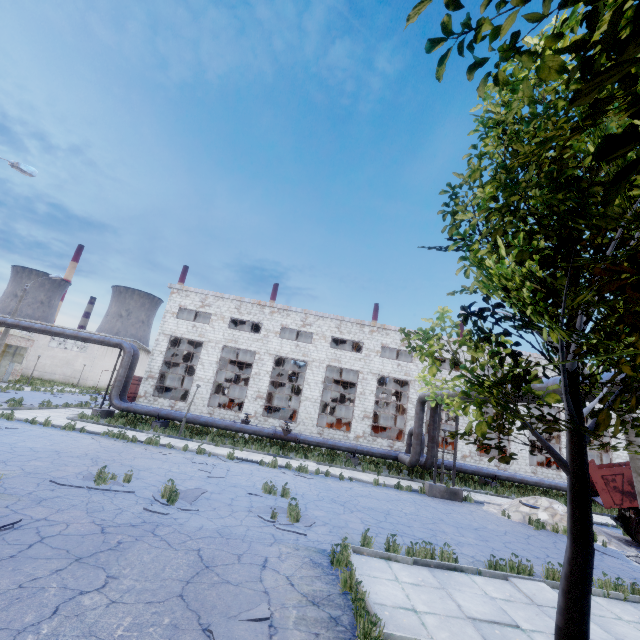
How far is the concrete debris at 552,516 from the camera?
13.93m

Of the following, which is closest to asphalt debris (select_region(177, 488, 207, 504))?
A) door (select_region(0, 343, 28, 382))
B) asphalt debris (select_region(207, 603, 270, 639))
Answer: asphalt debris (select_region(207, 603, 270, 639))

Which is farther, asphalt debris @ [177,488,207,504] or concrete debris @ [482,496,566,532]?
concrete debris @ [482,496,566,532]

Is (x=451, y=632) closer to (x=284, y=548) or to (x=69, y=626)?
(x=284, y=548)

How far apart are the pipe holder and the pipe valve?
8.4m

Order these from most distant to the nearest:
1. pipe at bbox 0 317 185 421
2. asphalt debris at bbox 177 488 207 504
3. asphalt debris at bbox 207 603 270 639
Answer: pipe at bbox 0 317 185 421 → asphalt debris at bbox 177 488 207 504 → asphalt debris at bbox 207 603 270 639

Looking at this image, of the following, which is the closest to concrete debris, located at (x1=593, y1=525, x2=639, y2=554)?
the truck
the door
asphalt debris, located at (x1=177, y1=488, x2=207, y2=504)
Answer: the truck

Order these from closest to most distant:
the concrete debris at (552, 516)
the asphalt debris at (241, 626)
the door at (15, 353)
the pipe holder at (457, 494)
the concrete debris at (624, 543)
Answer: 1. the asphalt debris at (241, 626)
2. the concrete debris at (624, 543)
3. the concrete debris at (552, 516)
4. the pipe holder at (457, 494)
5. the door at (15, 353)
